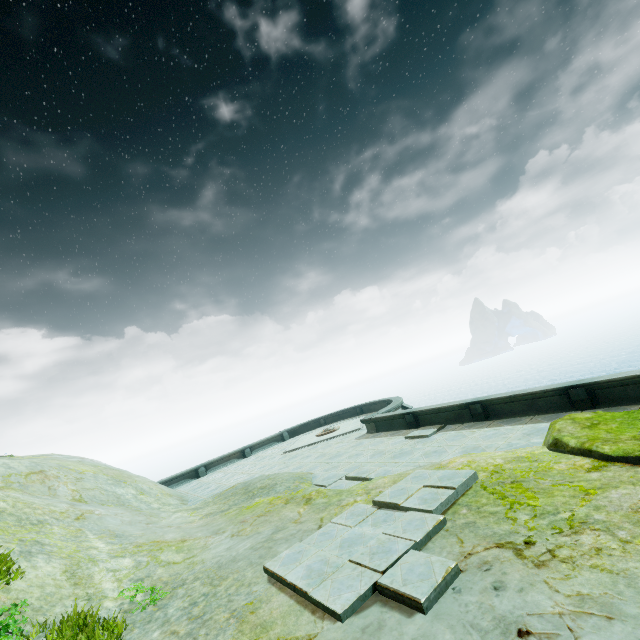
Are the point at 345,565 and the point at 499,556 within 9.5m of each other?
yes
